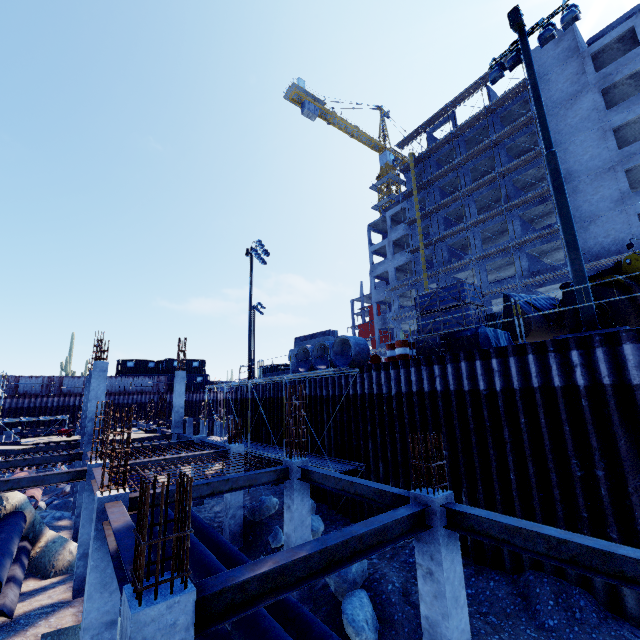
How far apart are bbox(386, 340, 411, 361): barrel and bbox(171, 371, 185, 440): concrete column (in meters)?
15.75

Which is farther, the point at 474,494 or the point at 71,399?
the point at 71,399

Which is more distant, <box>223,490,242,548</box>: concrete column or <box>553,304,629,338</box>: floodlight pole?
<box>223,490,242,548</box>: concrete column

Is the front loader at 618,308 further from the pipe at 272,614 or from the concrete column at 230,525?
the concrete column at 230,525

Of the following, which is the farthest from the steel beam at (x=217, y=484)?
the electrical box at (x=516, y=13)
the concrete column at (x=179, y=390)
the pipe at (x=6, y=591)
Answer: the electrical box at (x=516, y=13)

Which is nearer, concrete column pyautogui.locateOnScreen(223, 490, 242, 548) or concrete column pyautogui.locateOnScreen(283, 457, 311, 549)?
concrete column pyautogui.locateOnScreen(283, 457, 311, 549)

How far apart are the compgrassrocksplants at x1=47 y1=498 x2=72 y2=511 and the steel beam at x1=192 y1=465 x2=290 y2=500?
19.5m

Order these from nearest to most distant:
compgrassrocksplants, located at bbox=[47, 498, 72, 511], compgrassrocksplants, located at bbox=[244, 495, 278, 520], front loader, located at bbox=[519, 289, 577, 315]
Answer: front loader, located at bbox=[519, 289, 577, 315] → compgrassrocksplants, located at bbox=[244, 495, 278, 520] → compgrassrocksplants, located at bbox=[47, 498, 72, 511]
